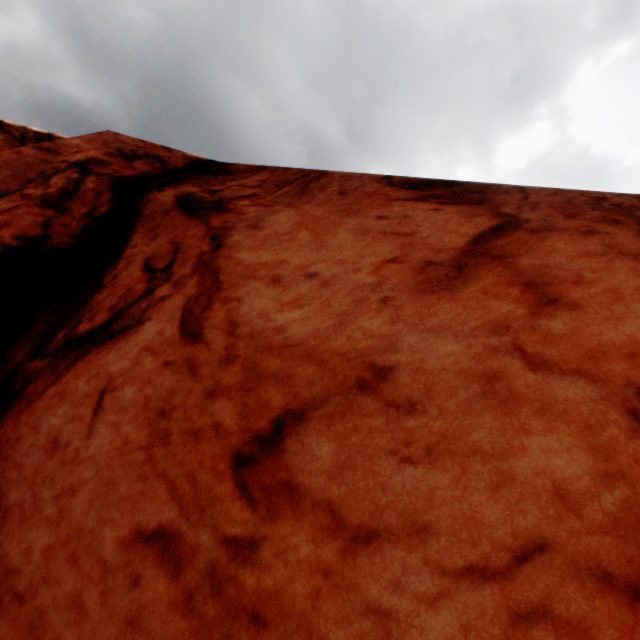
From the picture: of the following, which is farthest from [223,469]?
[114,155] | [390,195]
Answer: [114,155]
